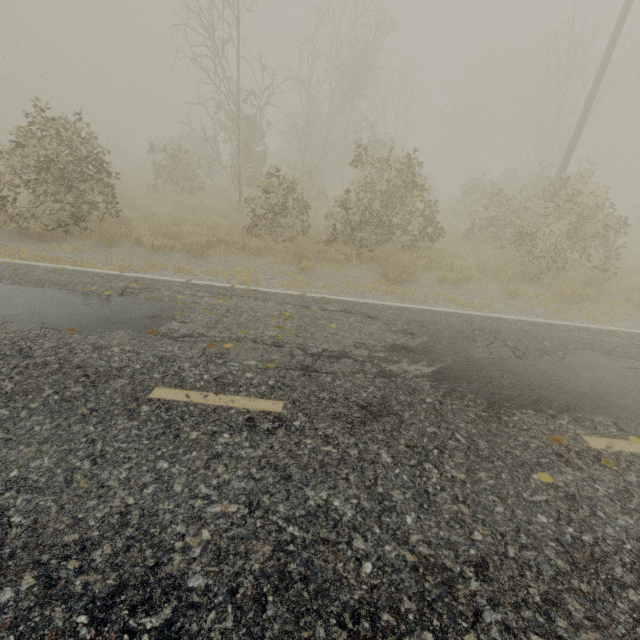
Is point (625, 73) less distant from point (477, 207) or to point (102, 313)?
point (477, 207)

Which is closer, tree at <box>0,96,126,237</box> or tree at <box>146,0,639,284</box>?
tree at <box>0,96,126,237</box>

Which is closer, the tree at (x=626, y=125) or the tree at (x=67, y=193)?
the tree at (x=67, y=193)
